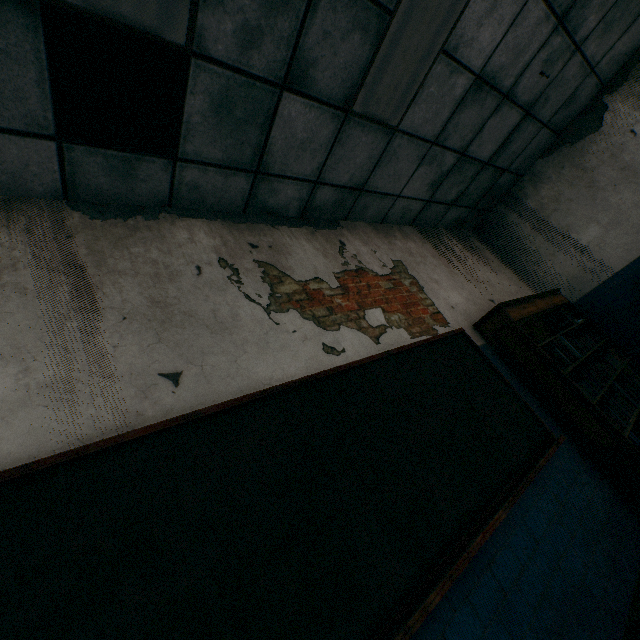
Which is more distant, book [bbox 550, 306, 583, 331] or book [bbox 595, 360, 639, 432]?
book [bbox 550, 306, 583, 331]

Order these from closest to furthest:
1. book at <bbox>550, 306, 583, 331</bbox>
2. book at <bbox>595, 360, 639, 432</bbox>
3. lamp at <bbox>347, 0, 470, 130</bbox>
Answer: lamp at <bbox>347, 0, 470, 130</bbox>, book at <bbox>595, 360, 639, 432</bbox>, book at <bbox>550, 306, 583, 331</bbox>

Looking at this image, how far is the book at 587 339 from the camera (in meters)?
3.37

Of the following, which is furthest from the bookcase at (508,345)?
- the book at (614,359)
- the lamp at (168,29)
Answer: the lamp at (168,29)

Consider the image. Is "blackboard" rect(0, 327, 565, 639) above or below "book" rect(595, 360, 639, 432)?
above

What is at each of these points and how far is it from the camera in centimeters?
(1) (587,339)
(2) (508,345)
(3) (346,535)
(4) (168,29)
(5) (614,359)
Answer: (1) book, 389cm
(2) bookcase, 329cm
(3) blackboard, 159cm
(4) lamp, 179cm
(5) book, 384cm

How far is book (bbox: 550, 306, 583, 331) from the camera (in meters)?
4.08

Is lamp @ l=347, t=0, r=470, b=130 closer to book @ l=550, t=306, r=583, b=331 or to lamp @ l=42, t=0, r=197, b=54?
lamp @ l=42, t=0, r=197, b=54
